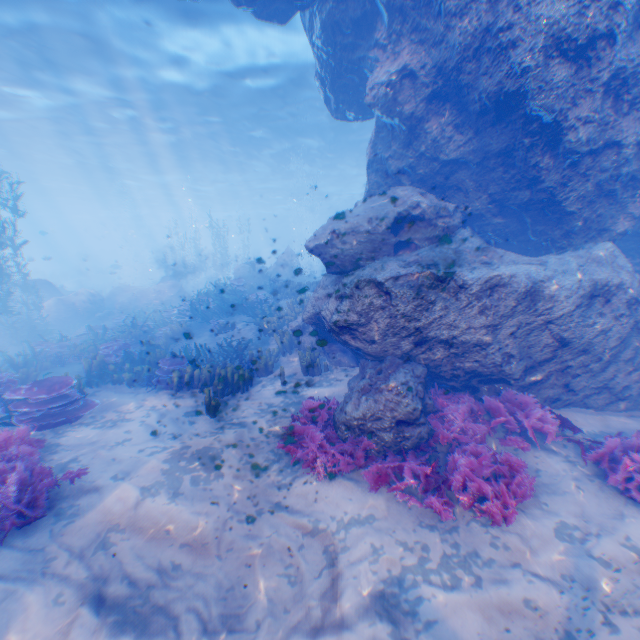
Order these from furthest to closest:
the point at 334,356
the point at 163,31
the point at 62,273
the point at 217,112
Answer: the point at 62,273 < the point at 217,112 < the point at 163,31 < the point at 334,356

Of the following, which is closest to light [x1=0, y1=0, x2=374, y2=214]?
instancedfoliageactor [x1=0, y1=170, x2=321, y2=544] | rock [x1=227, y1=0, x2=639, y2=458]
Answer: rock [x1=227, y1=0, x2=639, y2=458]

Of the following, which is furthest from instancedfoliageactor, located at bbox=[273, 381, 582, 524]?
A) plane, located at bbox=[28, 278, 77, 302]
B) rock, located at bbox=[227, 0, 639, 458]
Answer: plane, located at bbox=[28, 278, 77, 302]

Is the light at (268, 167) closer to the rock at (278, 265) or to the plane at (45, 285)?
the rock at (278, 265)

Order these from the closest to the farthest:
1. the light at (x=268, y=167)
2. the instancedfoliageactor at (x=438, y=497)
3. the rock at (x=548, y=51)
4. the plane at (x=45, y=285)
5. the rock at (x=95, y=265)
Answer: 1. the instancedfoliageactor at (x=438, y=497)
2. the rock at (x=548, y=51)
3. the light at (x=268, y=167)
4. the plane at (x=45, y=285)
5. the rock at (x=95, y=265)

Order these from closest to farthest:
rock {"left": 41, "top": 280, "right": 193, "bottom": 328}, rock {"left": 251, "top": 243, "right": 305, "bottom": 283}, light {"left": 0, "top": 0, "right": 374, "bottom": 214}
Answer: light {"left": 0, "top": 0, "right": 374, "bottom": 214} → rock {"left": 41, "top": 280, "right": 193, "bottom": 328} → rock {"left": 251, "top": 243, "right": 305, "bottom": 283}

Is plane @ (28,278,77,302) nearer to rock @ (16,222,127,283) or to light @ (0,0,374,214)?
rock @ (16,222,127,283)
